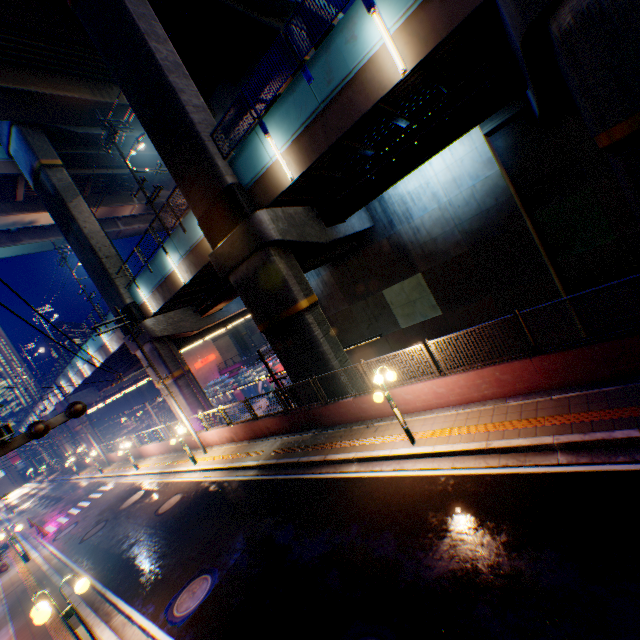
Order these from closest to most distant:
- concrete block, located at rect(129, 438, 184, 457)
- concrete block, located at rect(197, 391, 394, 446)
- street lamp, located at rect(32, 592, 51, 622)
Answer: street lamp, located at rect(32, 592, 51, 622)
concrete block, located at rect(197, 391, 394, 446)
concrete block, located at rect(129, 438, 184, 457)

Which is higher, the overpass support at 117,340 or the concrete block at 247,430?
the overpass support at 117,340

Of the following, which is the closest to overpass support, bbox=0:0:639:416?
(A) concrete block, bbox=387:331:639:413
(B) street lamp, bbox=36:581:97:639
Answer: (A) concrete block, bbox=387:331:639:413

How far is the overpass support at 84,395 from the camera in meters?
33.9

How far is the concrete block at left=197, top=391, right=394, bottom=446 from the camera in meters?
11.6

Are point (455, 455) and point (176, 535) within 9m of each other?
no

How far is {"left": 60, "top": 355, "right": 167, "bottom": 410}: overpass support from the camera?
33.9 meters
